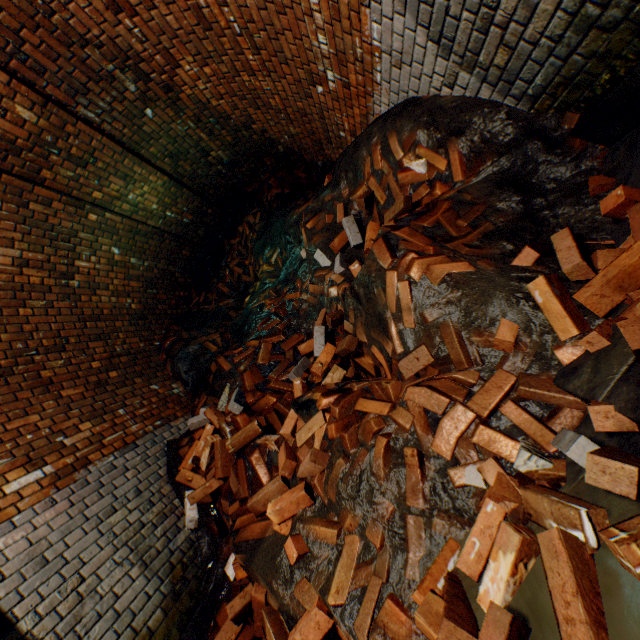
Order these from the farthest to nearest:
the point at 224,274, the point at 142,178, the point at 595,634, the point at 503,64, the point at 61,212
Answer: the point at 224,274
the point at 142,178
the point at 61,212
the point at 503,64
the point at 595,634

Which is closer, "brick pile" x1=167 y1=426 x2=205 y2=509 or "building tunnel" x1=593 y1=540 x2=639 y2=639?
"building tunnel" x1=593 y1=540 x2=639 y2=639

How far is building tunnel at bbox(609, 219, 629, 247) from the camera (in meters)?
1.59

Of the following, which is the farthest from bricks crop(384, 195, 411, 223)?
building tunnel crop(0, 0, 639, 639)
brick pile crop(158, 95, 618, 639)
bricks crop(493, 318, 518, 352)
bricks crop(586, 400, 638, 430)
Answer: bricks crop(586, 400, 638, 430)

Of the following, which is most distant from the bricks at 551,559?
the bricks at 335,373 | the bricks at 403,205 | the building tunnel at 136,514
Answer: the bricks at 403,205

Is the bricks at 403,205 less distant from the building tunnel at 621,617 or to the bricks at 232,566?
the building tunnel at 621,617

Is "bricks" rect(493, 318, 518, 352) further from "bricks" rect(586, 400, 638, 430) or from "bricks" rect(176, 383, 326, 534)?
"bricks" rect(176, 383, 326, 534)

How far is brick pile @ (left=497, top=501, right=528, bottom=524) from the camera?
1.32m
